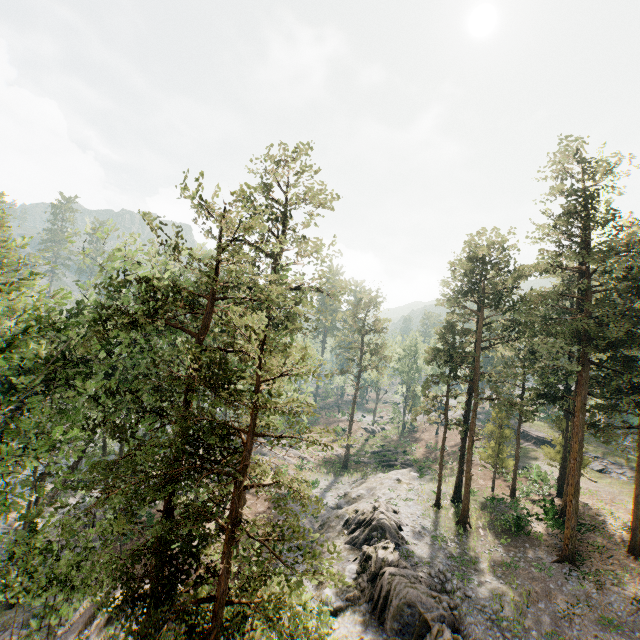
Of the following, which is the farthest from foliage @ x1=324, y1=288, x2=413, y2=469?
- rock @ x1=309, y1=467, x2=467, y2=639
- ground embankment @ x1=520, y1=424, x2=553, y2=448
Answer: ground embankment @ x1=520, y1=424, x2=553, y2=448

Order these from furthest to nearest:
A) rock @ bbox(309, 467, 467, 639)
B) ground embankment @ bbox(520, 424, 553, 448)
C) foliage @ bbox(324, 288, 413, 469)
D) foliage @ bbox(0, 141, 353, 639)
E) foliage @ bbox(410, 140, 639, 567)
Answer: ground embankment @ bbox(520, 424, 553, 448), foliage @ bbox(324, 288, 413, 469), foliage @ bbox(410, 140, 639, 567), rock @ bbox(309, 467, 467, 639), foliage @ bbox(0, 141, 353, 639)

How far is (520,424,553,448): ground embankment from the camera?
46.2 meters

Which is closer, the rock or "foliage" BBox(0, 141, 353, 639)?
"foliage" BBox(0, 141, 353, 639)

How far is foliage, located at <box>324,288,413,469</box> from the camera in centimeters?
4362cm

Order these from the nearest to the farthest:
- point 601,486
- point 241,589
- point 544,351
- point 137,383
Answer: point 241,589 < point 137,383 < point 544,351 < point 601,486

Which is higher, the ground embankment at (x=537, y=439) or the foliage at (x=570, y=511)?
the foliage at (x=570, y=511)

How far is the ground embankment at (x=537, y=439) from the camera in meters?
46.2
